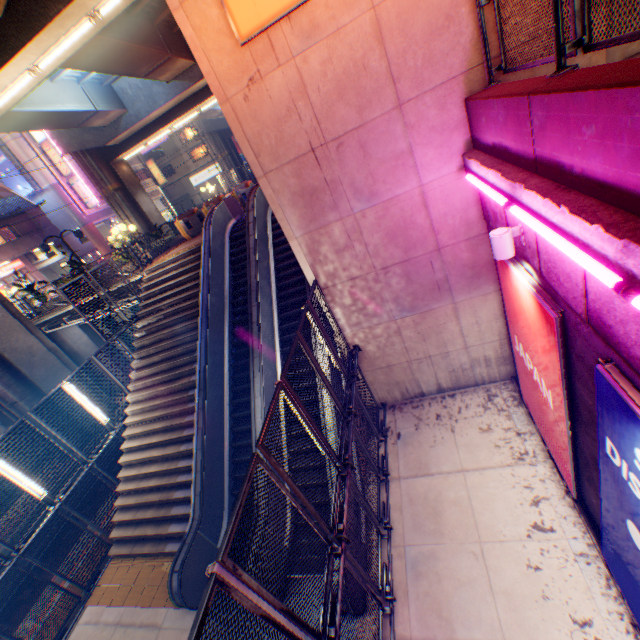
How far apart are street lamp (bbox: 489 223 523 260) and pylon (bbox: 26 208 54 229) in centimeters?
3829cm

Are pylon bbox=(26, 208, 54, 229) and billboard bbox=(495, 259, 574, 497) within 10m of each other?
no

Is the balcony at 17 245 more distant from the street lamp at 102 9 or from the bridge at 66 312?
the street lamp at 102 9

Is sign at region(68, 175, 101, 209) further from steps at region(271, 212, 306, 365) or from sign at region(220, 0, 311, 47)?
sign at region(220, 0, 311, 47)

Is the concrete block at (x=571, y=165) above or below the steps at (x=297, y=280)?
above

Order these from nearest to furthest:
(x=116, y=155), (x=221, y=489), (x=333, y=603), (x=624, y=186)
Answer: (x=624, y=186), (x=333, y=603), (x=221, y=489), (x=116, y=155)

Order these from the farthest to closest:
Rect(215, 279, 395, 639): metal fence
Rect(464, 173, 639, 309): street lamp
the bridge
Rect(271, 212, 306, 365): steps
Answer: the bridge → Rect(271, 212, 306, 365): steps → Rect(215, 279, 395, 639): metal fence → Rect(464, 173, 639, 309): street lamp

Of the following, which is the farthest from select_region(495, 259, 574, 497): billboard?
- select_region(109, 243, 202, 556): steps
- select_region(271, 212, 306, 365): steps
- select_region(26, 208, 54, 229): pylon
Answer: select_region(26, 208, 54, 229): pylon
